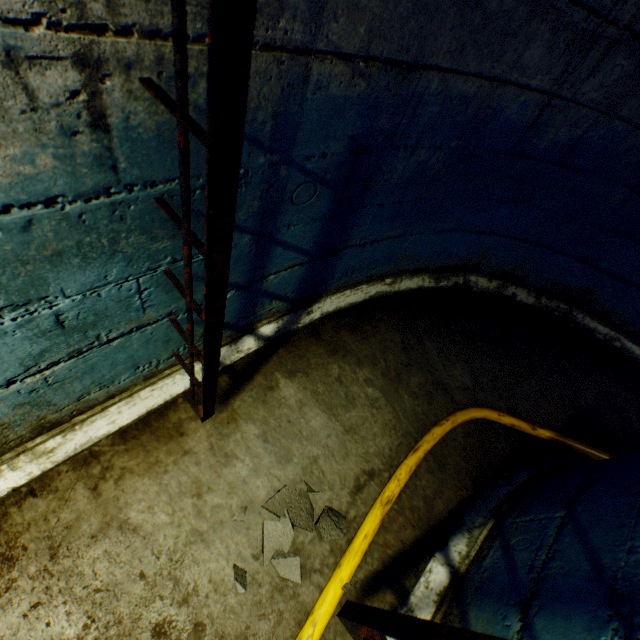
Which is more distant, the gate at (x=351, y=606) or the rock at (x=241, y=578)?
the rock at (x=241, y=578)

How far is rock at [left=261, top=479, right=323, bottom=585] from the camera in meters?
1.5

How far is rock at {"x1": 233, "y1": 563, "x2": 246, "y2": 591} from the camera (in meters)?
1.39

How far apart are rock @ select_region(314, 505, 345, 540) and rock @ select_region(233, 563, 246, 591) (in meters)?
0.15

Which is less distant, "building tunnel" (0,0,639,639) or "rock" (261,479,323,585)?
"building tunnel" (0,0,639,639)

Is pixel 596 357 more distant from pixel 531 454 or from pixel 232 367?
pixel 232 367
